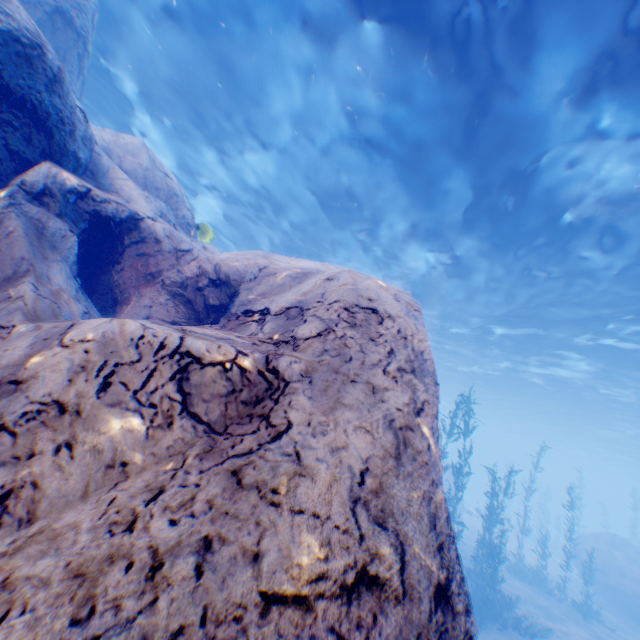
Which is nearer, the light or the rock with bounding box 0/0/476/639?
the rock with bounding box 0/0/476/639

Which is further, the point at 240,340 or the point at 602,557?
the point at 602,557

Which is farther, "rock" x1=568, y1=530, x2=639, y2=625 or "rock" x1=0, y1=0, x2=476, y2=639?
"rock" x1=568, y1=530, x2=639, y2=625

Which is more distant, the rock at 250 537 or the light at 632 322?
the light at 632 322

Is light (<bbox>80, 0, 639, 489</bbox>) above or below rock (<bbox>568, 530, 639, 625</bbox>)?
above

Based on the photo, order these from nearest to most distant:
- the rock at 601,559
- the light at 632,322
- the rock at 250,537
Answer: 1. the rock at 250,537
2. the light at 632,322
3. the rock at 601,559

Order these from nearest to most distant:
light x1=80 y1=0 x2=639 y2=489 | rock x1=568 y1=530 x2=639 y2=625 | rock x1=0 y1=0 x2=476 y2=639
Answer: rock x1=0 y1=0 x2=476 y2=639 → light x1=80 y1=0 x2=639 y2=489 → rock x1=568 y1=530 x2=639 y2=625
